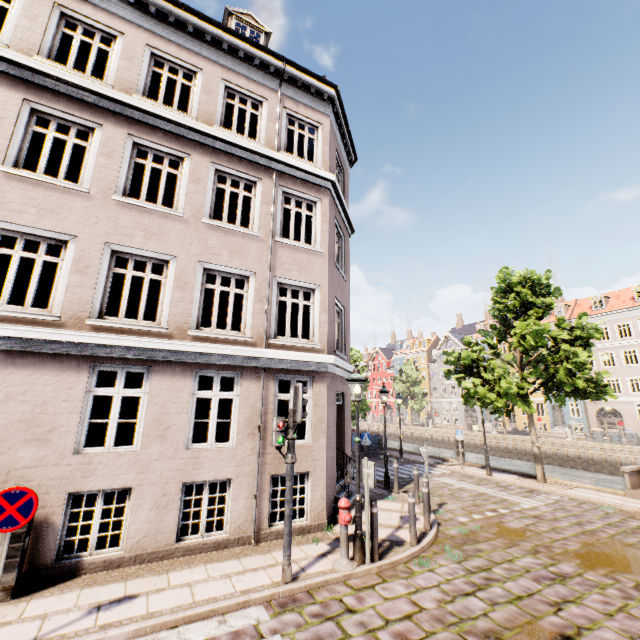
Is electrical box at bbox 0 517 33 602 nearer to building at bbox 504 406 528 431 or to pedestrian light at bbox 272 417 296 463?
pedestrian light at bbox 272 417 296 463

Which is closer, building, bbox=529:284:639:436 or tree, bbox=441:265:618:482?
tree, bbox=441:265:618:482

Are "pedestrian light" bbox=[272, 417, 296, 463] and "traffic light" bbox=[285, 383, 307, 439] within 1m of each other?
yes

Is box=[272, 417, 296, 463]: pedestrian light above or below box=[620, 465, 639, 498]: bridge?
above

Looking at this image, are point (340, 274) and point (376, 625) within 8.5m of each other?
no

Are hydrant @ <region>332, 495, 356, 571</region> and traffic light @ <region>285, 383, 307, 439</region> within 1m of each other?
no

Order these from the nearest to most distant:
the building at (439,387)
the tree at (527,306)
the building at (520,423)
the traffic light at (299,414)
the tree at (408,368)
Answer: the traffic light at (299,414), the tree at (527,306), the building at (520,423), the tree at (408,368), the building at (439,387)

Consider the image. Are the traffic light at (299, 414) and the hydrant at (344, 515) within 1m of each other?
no
